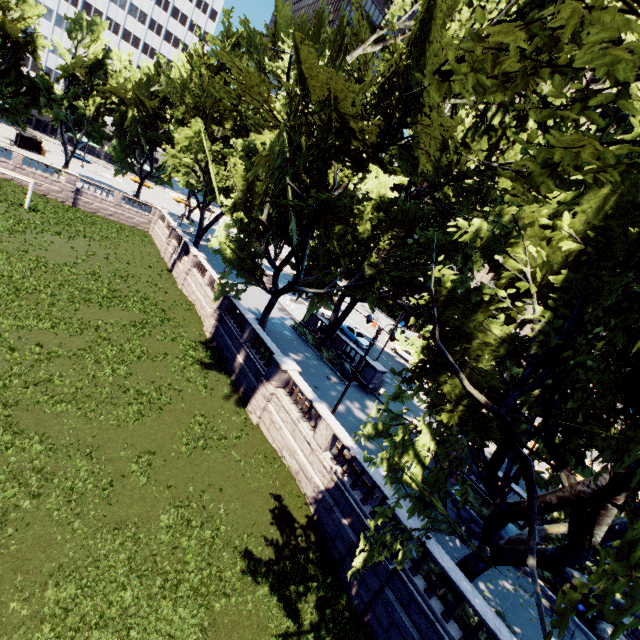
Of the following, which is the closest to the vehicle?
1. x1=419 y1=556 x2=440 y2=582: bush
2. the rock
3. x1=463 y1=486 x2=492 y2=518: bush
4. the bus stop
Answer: x1=463 y1=486 x2=492 y2=518: bush

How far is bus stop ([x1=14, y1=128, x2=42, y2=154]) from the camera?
49.5 meters

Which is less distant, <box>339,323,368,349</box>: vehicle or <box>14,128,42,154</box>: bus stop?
<box>339,323,368,349</box>: vehicle

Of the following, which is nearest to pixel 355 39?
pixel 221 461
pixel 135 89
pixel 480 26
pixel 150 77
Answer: pixel 480 26

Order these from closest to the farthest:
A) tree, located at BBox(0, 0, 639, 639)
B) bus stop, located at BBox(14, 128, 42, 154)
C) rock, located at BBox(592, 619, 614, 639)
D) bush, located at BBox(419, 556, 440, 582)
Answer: tree, located at BBox(0, 0, 639, 639) < bush, located at BBox(419, 556, 440, 582) < rock, located at BBox(592, 619, 614, 639) < bus stop, located at BBox(14, 128, 42, 154)

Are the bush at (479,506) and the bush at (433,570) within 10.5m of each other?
yes

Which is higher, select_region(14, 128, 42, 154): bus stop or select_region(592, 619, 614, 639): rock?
select_region(14, 128, 42, 154): bus stop

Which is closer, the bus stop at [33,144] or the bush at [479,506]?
the bush at [479,506]
